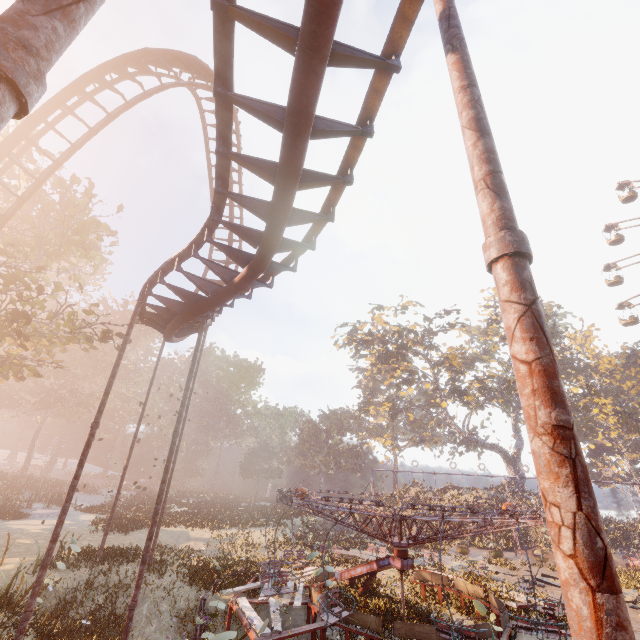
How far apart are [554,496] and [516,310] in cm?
72

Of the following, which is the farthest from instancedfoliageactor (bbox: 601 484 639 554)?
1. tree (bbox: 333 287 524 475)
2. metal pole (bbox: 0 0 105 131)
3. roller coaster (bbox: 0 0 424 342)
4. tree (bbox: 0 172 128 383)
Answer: metal pole (bbox: 0 0 105 131)

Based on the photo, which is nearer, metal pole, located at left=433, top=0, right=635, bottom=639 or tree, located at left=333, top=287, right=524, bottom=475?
metal pole, located at left=433, top=0, right=635, bottom=639

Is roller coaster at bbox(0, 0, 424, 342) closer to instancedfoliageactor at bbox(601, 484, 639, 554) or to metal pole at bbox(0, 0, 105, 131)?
metal pole at bbox(0, 0, 105, 131)

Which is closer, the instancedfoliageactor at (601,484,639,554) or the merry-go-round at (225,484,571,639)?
the merry-go-round at (225,484,571,639)

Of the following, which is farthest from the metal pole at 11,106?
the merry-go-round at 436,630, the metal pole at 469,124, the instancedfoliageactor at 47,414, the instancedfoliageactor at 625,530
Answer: the instancedfoliageactor at 625,530

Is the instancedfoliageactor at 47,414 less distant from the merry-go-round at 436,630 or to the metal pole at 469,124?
the merry-go-round at 436,630

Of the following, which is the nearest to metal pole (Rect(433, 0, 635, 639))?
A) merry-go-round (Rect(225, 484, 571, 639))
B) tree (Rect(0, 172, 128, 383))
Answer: merry-go-round (Rect(225, 484, 571, 639))
